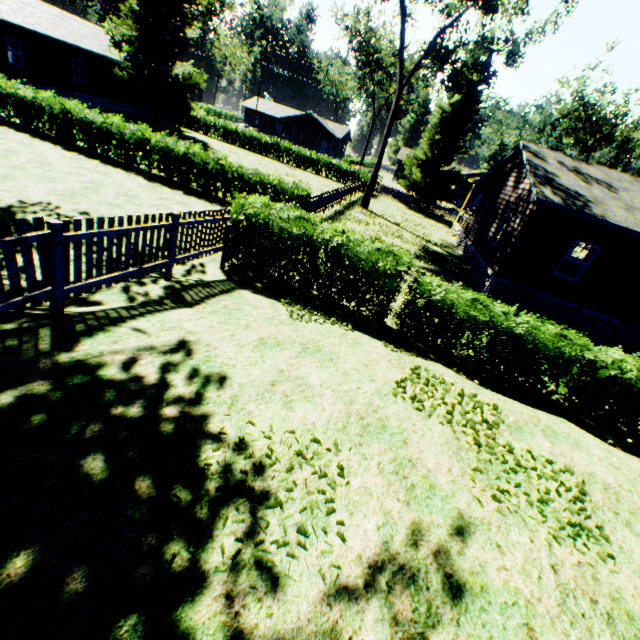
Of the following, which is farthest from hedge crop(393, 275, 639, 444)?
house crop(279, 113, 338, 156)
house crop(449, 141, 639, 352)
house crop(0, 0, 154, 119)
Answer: house crop(279, 113, 338, 156)

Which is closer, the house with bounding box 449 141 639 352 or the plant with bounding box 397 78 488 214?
the house with bounding box 449 141 639 352

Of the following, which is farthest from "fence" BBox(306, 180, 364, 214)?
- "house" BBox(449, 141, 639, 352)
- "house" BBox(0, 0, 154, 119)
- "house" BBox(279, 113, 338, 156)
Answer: "house" BBox(279, 113, 338, 156)

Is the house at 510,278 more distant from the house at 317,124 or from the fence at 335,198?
the house at 317,124

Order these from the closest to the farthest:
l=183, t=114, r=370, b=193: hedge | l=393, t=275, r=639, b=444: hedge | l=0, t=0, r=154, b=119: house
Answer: l=393, t=275, r=639, b=444: hedge → l=0, t=0, r=154, b=119: house → l=183, t=114, r=370, b=193: hedge

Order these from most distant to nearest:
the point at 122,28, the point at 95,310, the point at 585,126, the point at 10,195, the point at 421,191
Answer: the point at 585,126
the point at 421,191
the point at 122,28
the point at 10,195
the point at 95,310

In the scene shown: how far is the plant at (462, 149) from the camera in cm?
3138

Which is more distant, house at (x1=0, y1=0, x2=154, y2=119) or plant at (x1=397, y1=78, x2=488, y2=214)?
plant at (x1=397, y1=78, x2=488, y2=214)
